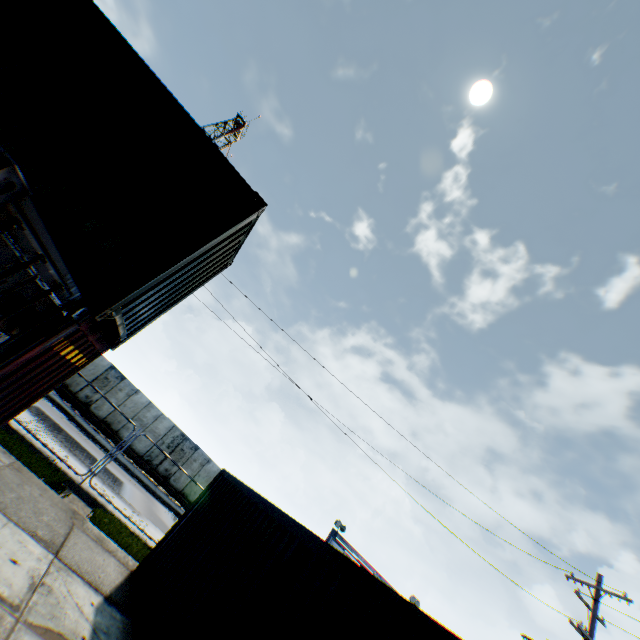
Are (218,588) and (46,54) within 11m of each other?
yes

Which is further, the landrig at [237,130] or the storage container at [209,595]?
the landrig at [237,130]

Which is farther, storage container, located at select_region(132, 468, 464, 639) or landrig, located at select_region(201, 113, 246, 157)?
landrig, located at select_region(201, 113, 246, 157)

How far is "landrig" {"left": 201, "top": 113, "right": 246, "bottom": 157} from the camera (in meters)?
41.02

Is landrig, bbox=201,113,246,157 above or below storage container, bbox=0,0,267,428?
above

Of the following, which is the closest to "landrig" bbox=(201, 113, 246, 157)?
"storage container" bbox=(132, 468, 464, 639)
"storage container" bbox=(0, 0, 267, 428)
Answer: "storage container" bbox=(0, 0, 267, 428)

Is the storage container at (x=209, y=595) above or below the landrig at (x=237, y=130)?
below
